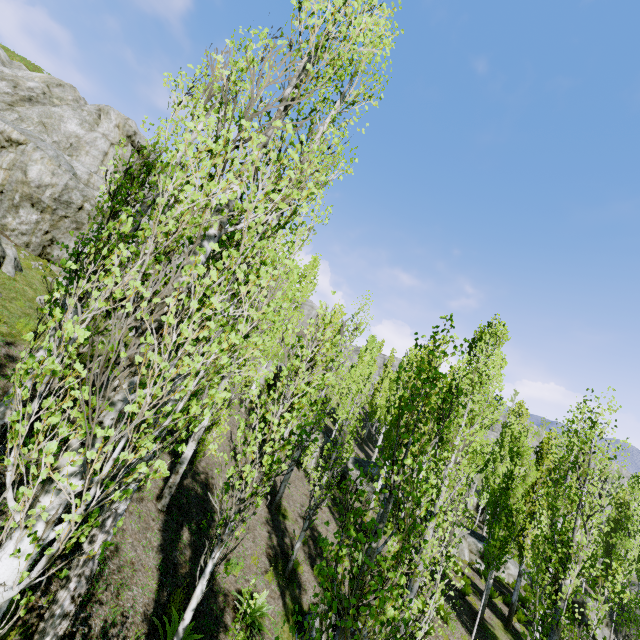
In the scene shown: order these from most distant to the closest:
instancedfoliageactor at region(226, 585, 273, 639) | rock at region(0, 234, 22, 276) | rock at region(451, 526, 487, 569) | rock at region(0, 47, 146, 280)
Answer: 1. rock at region(451, 526, 487, 569)
2. rock at region(0, 47, 146, 280)
3. rock at region(0, 234, 22, 276)
4. instancedfoliageactor at region(226, 585, 273, 639)

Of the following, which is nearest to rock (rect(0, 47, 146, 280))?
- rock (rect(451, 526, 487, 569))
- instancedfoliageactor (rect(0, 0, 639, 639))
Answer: instancedfoliageactor (rect(0, 0, 639, 639))

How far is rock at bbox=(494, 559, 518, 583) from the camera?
20.55m

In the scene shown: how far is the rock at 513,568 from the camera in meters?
20.5 m

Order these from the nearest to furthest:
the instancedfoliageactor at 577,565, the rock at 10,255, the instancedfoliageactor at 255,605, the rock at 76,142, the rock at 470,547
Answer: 1. the instancedfoliageactor at 577,565
2. the instancedfoliageactor at 255,605
3. the rock at 10,255
4. the rock at 76,142
5. the rock at 470,547

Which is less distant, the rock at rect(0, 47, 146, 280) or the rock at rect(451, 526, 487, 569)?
the rock at rect(0, 47, 146, 280)

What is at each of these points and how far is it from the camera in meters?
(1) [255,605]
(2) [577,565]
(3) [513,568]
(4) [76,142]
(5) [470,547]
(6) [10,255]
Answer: (1) instancedfoliageactor, 7.8
(2) instancedfoliageactor, 8.3
(3) rock, 21.2
(4) rock, 19.9
(5) rock, 20.9
(6) rock, 11.1
